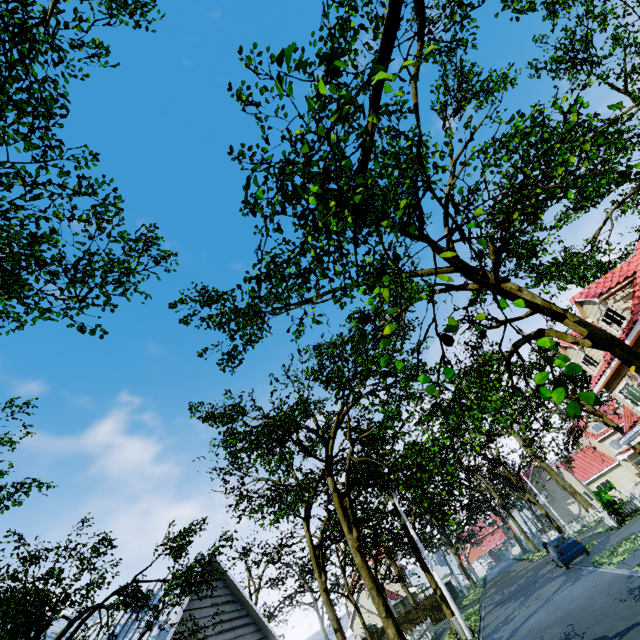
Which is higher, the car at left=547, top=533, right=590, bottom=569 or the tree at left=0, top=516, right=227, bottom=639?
the tree at left=0, top=516, right=227, bottom=639

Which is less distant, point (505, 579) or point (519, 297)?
point (519, 297)

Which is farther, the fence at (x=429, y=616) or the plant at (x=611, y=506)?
the fence at (x=429, y=616)

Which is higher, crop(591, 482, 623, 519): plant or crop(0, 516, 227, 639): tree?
crop(0, 516, 227, 639): tree

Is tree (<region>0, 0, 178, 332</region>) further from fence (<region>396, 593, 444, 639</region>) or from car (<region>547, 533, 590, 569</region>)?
car (<region>547, 533, 590, 569</region>)

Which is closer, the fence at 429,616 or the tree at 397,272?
the tree at 397,272

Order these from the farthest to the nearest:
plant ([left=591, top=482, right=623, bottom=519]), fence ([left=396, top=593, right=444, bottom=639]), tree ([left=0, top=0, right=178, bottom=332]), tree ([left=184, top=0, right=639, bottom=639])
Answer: fence ([left=396, top=593, right=444, bottom=639])
plant ([left=591, top=482, right=623, bottom=519])
tree ([left=0, top=0, right=178, bottom=332])
tree ([left=184, top=0, right=639, bottom=639])
